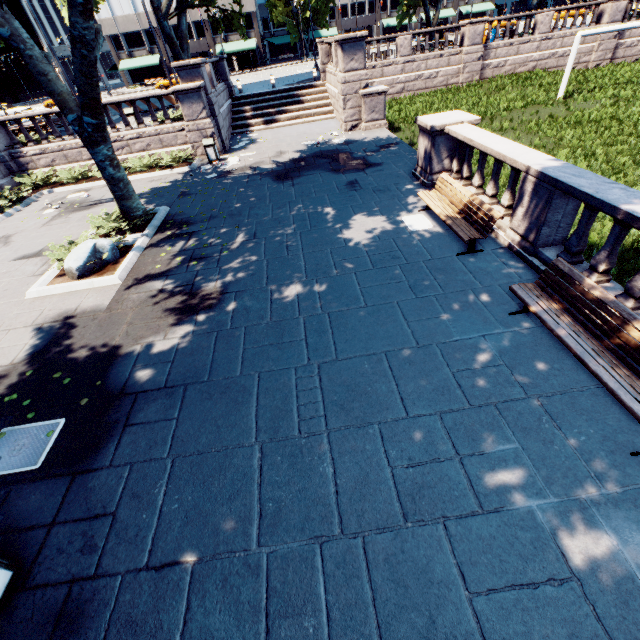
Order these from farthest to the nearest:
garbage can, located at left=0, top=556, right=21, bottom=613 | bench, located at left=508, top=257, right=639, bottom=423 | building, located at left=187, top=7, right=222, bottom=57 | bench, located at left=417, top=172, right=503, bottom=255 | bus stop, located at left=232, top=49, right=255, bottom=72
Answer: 1. building, located at left=187, top=7, right=222, bottom=57
2. bus stop, located at left=232, top=49, right=255, bottom=72
3. bench, located at left=417, top=172, right=503, bottom=255
4. bench, located at left=508, top=257, right=639, bottom=423
5. garbage can, located at left=0, top=556, right=21, bottom=613

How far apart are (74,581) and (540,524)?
4.9m

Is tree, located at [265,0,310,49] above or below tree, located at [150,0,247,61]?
above

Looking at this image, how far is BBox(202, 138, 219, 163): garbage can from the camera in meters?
15.6 m

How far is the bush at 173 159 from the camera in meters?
15.9 m

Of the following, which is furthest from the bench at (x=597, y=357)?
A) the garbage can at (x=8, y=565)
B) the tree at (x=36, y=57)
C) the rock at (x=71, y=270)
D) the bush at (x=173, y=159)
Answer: the bush at (x=173, y=159)

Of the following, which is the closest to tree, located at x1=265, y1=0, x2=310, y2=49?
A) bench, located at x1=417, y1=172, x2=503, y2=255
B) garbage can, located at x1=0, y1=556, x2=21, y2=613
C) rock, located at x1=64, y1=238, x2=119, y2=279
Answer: rock, located at x1=64, y1=238, x2=119, y2=279

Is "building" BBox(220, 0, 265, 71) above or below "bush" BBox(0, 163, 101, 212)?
above
